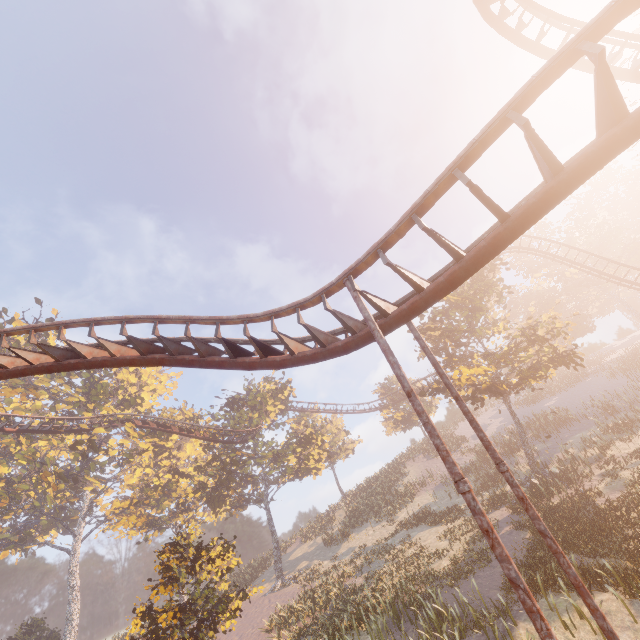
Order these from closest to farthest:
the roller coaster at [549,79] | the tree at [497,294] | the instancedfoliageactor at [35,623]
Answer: the roller coaster at [549,79] → the tree at [497,294] → the instancedfoliageactor at [35,623]

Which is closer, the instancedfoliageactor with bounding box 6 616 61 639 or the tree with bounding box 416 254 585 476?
the tree with bounding box 416 254 585 476

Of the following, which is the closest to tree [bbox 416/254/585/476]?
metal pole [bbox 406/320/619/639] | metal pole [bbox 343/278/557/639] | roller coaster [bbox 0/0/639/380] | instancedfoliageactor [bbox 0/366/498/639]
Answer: roller coaster [bbox 0/0/639/380]

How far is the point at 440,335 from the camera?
25.06m

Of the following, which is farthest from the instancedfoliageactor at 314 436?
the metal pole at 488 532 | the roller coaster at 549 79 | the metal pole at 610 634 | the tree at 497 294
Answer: the tree at 497 294

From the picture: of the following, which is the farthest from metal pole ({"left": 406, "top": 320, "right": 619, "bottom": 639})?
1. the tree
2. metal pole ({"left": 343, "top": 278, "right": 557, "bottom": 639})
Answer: the tree

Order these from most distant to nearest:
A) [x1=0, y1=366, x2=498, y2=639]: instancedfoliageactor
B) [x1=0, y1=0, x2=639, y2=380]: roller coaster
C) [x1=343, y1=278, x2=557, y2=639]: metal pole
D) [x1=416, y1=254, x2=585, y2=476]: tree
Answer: [x1=416, y1=254, x2=585, y2=476]: tree, [x1=0, y1=366, x2=498, y2=639]: instancedfoliageactor, [x1=0, y1=0, x2=639, y2=380]: roller coaster, [x1=343, y1=278, x2=557, y2=639]: metal pole

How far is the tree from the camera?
20.70m
